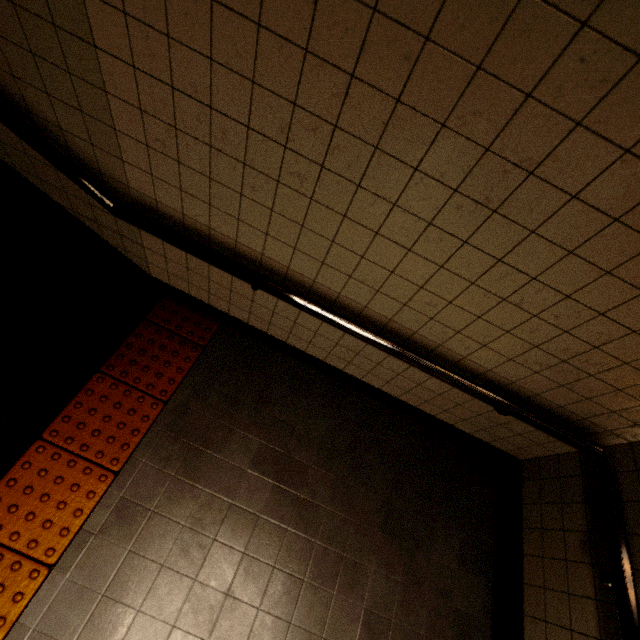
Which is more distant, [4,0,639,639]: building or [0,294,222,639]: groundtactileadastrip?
[0,294,222,639]: groundtactileadastrip

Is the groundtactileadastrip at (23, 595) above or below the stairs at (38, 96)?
below

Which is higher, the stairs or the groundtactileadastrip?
the stairs

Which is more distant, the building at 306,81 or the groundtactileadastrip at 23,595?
the groundtactileadastrip at 23,595

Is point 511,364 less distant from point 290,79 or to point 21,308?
point 290,79
